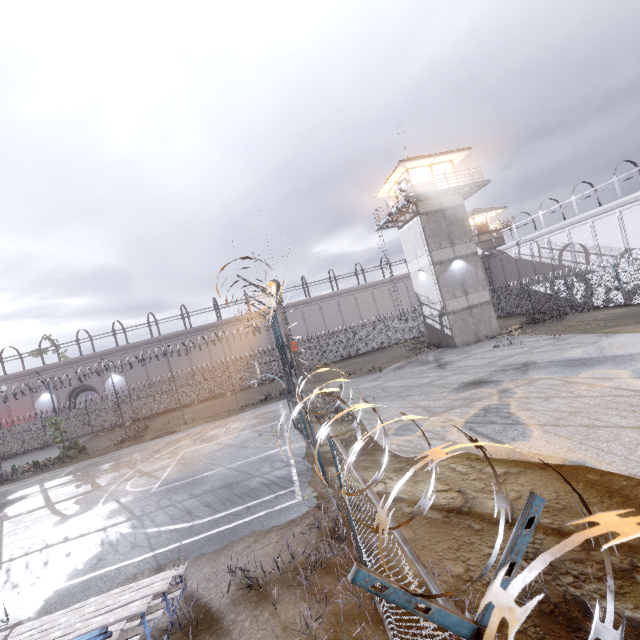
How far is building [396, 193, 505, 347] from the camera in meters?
25.0

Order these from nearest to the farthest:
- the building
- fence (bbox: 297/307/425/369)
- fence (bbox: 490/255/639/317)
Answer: fence (bbox: 490/255/639/317), the building, fence (bbox: 297/307/425/369)

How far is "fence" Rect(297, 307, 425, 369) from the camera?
35.3 meters

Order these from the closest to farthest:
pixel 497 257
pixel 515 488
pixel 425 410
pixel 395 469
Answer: pixel 515 488, pixel 395 469, pixel 425 410, pixel 497 257

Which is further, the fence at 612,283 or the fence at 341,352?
the fence at 341,352

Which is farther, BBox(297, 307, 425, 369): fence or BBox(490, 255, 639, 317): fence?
BBox(297, 307, 425, 369): fence
